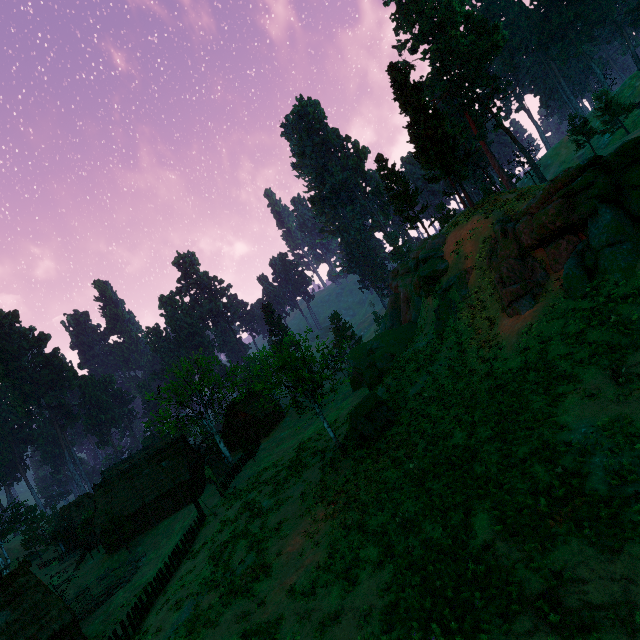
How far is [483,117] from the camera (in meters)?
46.66

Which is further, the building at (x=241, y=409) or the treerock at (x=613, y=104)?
the building at (x=241, y=409)

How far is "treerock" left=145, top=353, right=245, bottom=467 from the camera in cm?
3859

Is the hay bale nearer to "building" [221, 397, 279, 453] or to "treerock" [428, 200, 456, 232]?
"treerock" [428, 200, 456, 232]

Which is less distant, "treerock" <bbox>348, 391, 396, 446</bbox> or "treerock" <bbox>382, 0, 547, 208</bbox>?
"treerock" <bbox>348, 391, 396, 446</bbox>

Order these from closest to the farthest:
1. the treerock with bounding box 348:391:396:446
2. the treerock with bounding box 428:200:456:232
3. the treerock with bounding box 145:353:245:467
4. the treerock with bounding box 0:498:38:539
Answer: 1. the treerock with bounding box 348:391:396:446
2. the treerock with bounding box 145:353:245:467
3. the treerock with bounding box 428:200:456:232
4. the treerock with bounding box 0:498:38:539

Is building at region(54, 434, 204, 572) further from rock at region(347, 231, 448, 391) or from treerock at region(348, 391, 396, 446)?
rock at region(347, 231, 448, 391)

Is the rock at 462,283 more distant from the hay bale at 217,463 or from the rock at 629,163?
the hay bale at 217,463
